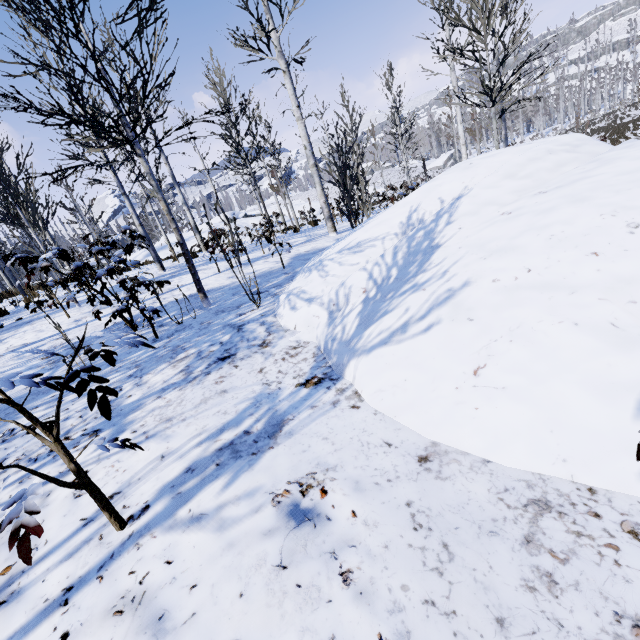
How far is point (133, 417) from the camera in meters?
2.4 m

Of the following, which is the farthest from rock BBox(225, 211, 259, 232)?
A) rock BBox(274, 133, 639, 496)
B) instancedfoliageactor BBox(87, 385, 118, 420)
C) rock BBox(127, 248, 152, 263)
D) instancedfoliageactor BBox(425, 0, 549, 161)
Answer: instancedfoliageactor BBox(87, 385, 118, 420)

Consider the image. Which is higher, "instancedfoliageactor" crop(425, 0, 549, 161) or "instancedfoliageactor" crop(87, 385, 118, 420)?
"instancedfoliageactor" crop(425, 0, 549, 161)

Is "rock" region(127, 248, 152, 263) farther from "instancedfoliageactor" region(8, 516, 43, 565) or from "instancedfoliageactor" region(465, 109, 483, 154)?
"instancedfoliageactor" region(8, 516, 43, 565)

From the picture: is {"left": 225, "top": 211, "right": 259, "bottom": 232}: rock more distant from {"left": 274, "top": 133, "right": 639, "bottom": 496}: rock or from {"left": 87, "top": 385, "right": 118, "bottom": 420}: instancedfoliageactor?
{"left": 87, "top": 385, "right": 118, "bottom": 420}: instancedfoliageactor

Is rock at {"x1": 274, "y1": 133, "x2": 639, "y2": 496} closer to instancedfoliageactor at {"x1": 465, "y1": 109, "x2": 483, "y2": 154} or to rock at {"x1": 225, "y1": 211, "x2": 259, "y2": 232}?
instancedfoliageactor at {"x1": 465, "y1": 109, "x2": 483, "y2": 154}

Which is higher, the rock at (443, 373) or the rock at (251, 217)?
the rock at (251, 217)

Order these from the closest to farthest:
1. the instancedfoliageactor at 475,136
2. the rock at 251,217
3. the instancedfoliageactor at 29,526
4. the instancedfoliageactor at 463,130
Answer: the instancedfoliageactor at 29,526, the instancedfoliageactor at 463,130, the instancedfoliageactor at 475,136, the rock at 251,217
